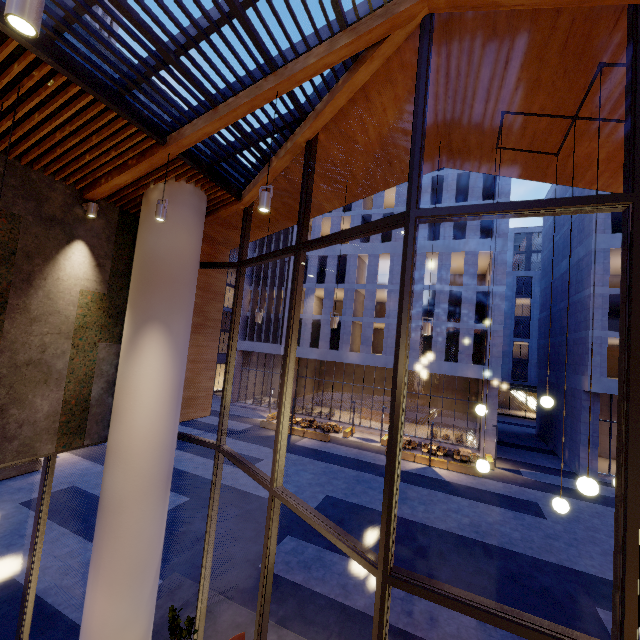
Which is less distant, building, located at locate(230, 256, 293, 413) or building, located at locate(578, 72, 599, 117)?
building, located at locate(578, 72, 599, 117)

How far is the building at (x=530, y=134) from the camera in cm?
516

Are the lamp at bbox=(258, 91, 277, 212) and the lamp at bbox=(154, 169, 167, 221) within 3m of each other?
yes

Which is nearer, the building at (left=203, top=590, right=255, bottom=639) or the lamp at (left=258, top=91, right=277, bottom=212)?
the lamp at (left=258, top=91, right=277, bottom=212)

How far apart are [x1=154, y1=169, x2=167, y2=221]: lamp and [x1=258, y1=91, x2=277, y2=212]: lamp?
1.81m

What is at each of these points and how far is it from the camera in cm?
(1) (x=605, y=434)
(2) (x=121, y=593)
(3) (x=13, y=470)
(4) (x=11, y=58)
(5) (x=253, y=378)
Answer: (1) building, 2730
(2) column, 560
(3) planter, 1465
(4) building, 385
(5) building, 3791

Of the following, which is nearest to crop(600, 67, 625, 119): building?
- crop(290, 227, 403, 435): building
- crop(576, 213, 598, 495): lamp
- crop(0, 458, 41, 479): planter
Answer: crop(576, 213, 598, 495): lamp
